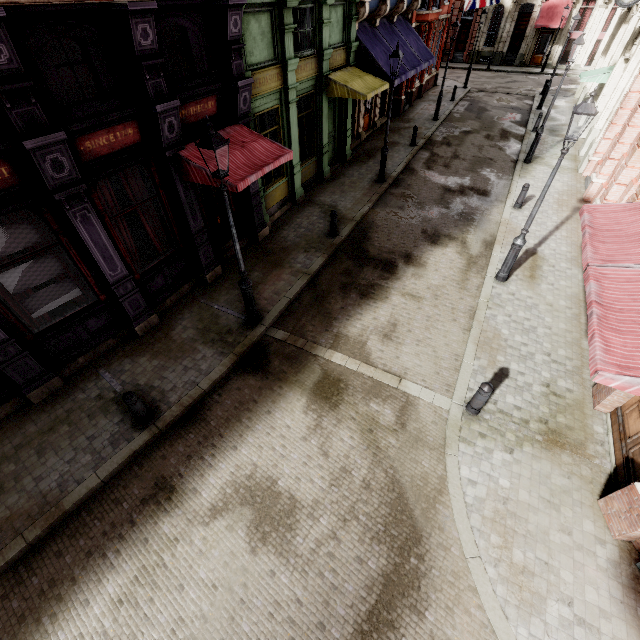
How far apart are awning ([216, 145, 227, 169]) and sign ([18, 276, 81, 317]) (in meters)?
3.43

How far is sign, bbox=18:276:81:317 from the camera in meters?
6.6

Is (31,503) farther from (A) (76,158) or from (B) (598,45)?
(B) (598,45)

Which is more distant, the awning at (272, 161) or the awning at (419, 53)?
the awning at (419, 53)

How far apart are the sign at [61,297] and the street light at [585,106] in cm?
1113

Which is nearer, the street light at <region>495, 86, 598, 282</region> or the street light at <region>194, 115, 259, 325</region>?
the street light at <region>194, 115, 259, 325</region>

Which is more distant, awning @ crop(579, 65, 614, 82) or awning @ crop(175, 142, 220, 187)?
awning @ crop(579, 65, 614, 82)

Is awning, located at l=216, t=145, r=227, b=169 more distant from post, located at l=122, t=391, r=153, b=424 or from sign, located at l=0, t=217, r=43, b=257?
post, located at l=122, t=391, r=153, b=424
